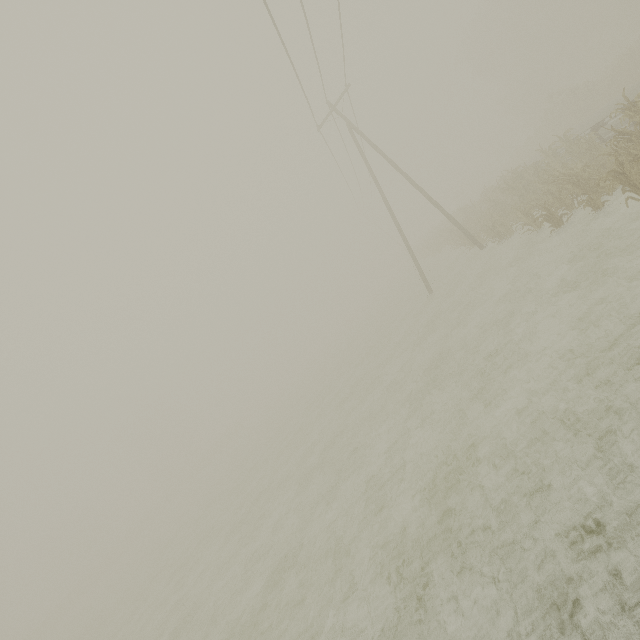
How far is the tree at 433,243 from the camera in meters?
21.3 m

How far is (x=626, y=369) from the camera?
5.29m

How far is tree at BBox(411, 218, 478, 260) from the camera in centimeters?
2127cm
